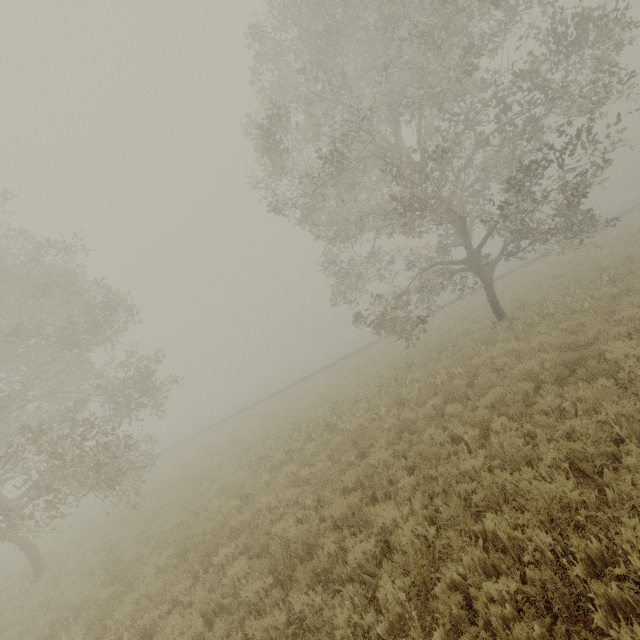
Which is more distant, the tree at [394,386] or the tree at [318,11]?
the tree at [394,386]

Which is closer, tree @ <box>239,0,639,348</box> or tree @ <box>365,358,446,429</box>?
tree @ <box>239,0,639,348</box>

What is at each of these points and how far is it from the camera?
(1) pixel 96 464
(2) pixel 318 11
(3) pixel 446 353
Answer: (1) tree, 10.80m
(2) tree, 14.59m
(3) tree, 13.69m

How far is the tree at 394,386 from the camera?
10.7m

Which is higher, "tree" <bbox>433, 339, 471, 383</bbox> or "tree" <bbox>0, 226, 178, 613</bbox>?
"tree" <bbox>0, 226, 178, 613</bbox>

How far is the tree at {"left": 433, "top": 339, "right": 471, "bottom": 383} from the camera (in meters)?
10.31

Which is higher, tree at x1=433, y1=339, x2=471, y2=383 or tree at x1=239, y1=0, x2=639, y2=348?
tree at x1=239, y1=0, x2=639, y2=348
